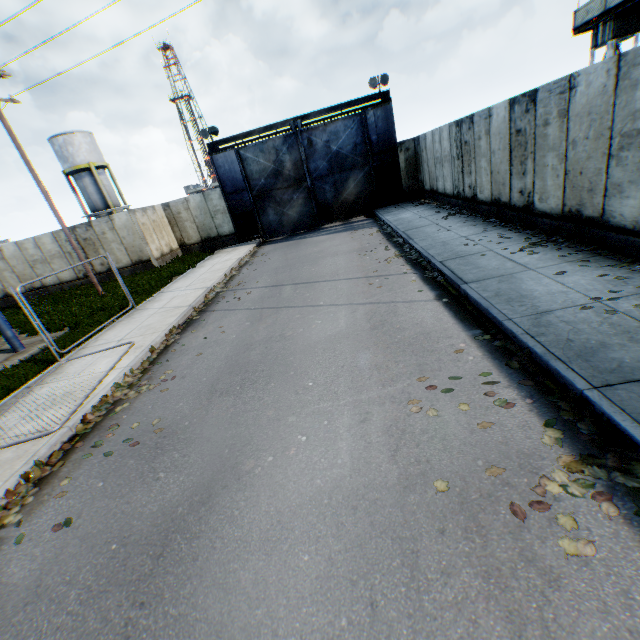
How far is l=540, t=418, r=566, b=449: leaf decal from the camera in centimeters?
332cm

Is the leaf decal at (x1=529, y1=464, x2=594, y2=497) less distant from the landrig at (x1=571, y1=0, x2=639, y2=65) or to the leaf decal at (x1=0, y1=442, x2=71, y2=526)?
the leaf decal at (x1=0, y1=442, x2=71, y2=526)

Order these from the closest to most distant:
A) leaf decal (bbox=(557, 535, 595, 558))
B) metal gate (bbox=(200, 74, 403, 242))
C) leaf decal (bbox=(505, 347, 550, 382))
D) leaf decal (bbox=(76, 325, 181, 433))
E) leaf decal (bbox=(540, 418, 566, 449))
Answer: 1. leaf decal (bbox=(557, 535, 595, 558))
2. leaf decal (bbox=(540, 418, 566, 449))
3. leaf decal (bbox=(505, 347, 550, 382))
4. leaf decal (bbox=(76, 325, 181, 433))
5. metal gate (bbox=(200, 74, 403, 242))

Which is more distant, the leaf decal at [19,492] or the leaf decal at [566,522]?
the leaf decal at [19,492]

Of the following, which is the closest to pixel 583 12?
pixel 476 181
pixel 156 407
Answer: pixel 476 181

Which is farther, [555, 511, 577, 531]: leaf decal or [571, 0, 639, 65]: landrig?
[571, 0, 639, 65]: landrig

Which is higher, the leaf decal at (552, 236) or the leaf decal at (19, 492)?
Result: the leaf decal at (552, 236)
